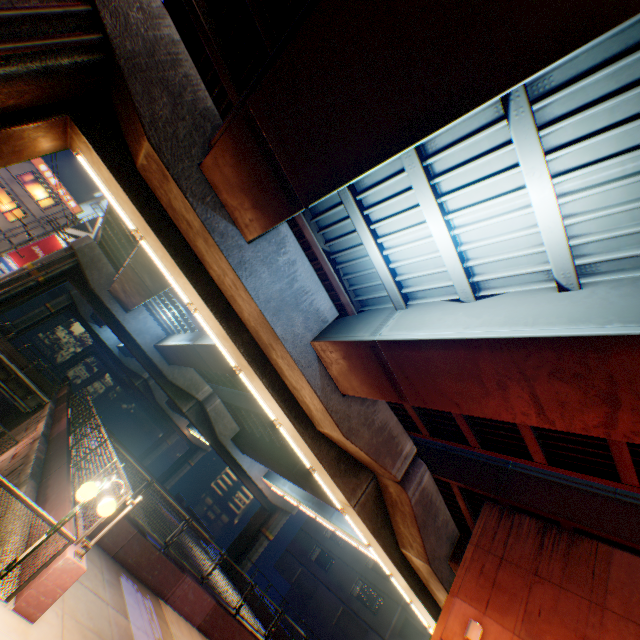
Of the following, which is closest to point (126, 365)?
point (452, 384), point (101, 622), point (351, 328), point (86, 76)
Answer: → point (101, 622)

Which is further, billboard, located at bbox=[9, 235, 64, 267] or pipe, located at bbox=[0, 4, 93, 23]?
billboard, located at bbox=[9, 235, 64, 267]

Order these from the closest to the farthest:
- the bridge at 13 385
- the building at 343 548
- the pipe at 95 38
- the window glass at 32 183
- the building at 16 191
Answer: the pipe at 95 38 → the bridge at 13 385 → the building at 343 548 → the building at 16 191 → the window glass at 32 183

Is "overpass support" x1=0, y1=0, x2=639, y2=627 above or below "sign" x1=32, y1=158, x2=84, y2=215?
below

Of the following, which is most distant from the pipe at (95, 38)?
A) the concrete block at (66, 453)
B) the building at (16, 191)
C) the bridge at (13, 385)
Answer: the building at (16, 191)

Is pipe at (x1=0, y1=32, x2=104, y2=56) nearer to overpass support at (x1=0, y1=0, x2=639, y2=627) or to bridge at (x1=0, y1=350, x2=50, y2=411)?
overpass support at (x1=0, y1=0, x2=639, y2=627)

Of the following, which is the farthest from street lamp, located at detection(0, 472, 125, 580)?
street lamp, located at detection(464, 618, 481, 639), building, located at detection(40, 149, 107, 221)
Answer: building, located at detection(40, 149, 107, 221)

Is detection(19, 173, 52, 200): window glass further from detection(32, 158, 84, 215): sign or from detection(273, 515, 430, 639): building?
detection(273, 515, 430, 639): building
